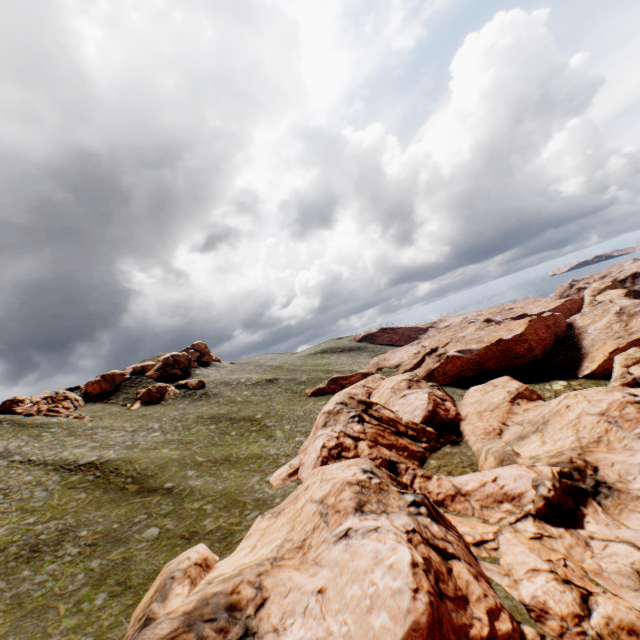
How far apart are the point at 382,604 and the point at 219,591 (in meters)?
9.13

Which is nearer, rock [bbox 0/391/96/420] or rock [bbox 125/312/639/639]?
rock [bbox 125/312/639/639]

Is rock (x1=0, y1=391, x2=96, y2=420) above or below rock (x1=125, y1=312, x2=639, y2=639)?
above

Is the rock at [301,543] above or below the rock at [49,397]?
below

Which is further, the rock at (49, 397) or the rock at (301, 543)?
the rock at (49, 397)
